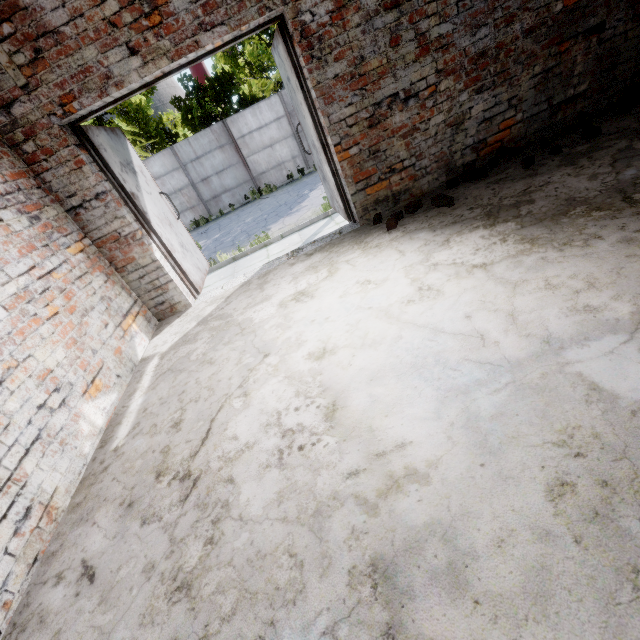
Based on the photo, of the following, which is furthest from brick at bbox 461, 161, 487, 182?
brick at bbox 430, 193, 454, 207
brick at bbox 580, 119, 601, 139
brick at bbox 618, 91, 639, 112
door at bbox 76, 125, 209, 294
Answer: door at bbox 76, 125, 209, 294

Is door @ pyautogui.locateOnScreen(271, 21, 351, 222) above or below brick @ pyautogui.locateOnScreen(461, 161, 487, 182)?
above

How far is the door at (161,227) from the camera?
3.60m

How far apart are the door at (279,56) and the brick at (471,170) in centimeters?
122cm

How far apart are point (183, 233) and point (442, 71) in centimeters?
391cm

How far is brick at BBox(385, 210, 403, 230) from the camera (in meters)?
3.54

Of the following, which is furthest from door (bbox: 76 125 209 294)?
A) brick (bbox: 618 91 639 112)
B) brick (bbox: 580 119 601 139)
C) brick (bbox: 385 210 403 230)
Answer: brick (bbox: 618 91 639 112)

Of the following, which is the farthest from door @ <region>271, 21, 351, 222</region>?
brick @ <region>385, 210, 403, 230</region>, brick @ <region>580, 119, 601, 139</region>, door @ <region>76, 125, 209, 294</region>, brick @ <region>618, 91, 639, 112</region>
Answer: brick @ <region>618, 91, 639, 112</region>
